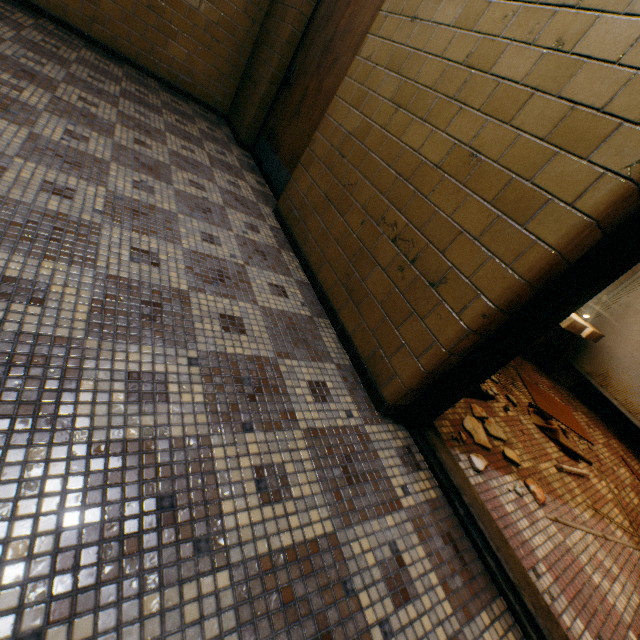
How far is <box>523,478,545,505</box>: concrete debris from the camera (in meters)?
2.01

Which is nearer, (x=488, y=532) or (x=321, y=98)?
(x=488, y=532)

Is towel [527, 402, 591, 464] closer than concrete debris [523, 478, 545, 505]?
No

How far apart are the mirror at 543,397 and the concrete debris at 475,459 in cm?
183

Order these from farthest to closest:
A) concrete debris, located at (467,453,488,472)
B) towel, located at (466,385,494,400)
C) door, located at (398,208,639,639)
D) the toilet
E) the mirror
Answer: the toilet
the mirror
towel, located at (466,385,494,400)
concrete debris, located at (467,453,488,472)
door, located at (398,208,639,639)

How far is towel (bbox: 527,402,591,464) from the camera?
2.9 meters

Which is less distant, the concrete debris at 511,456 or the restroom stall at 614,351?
the concrete debris at 511,456

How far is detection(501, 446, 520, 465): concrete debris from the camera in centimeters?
217cm
